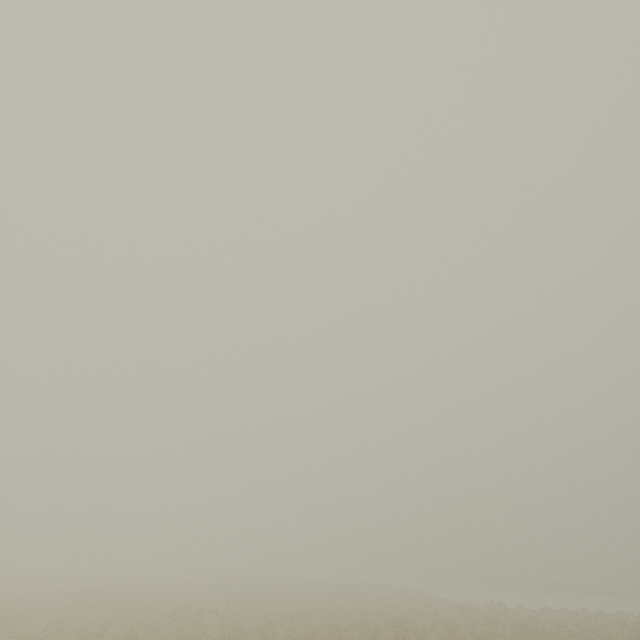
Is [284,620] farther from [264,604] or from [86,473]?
[86,473]
